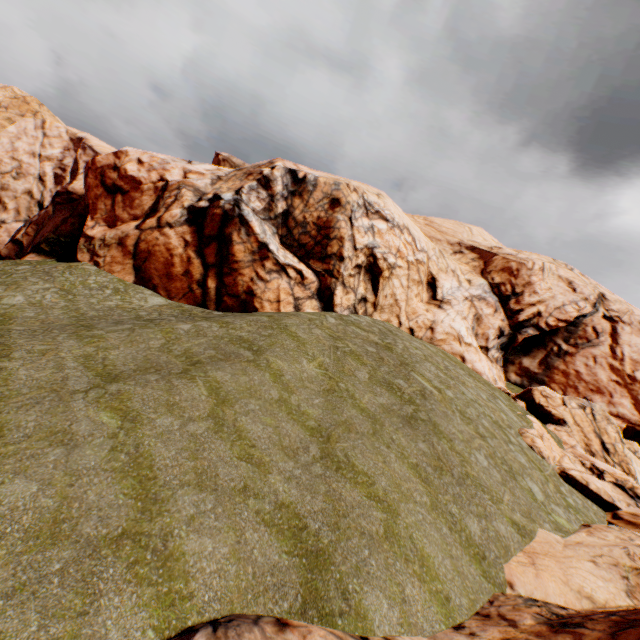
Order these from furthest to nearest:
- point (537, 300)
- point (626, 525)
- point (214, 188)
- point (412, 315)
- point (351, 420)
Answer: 1. point (537, 300)
2. point (412, 315)
3. point (214, 188)
4. point (626, 525)
5. point (351, 420)
